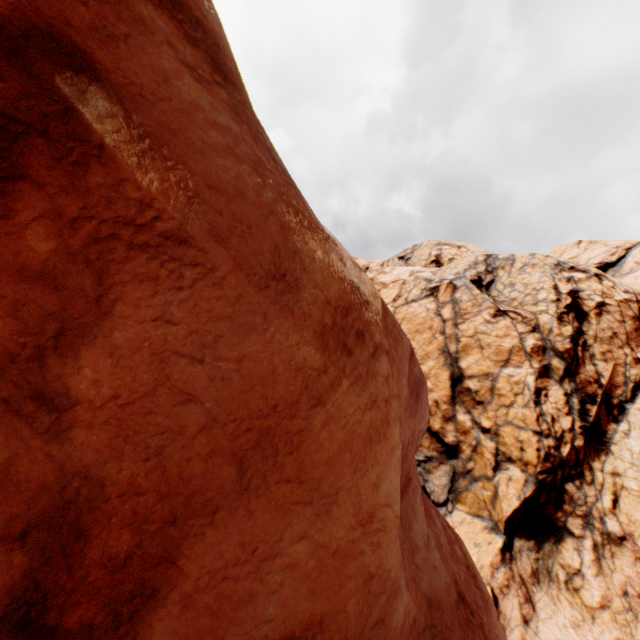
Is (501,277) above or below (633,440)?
above
